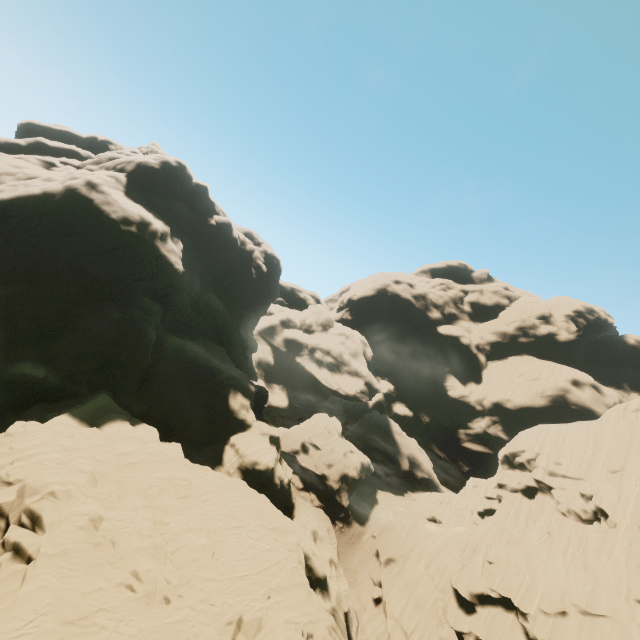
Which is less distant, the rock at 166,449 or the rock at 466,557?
the rock at 166,449

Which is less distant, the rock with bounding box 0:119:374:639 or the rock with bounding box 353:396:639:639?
the rock with bounding box 0:119:374:639

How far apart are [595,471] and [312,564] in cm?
3836
